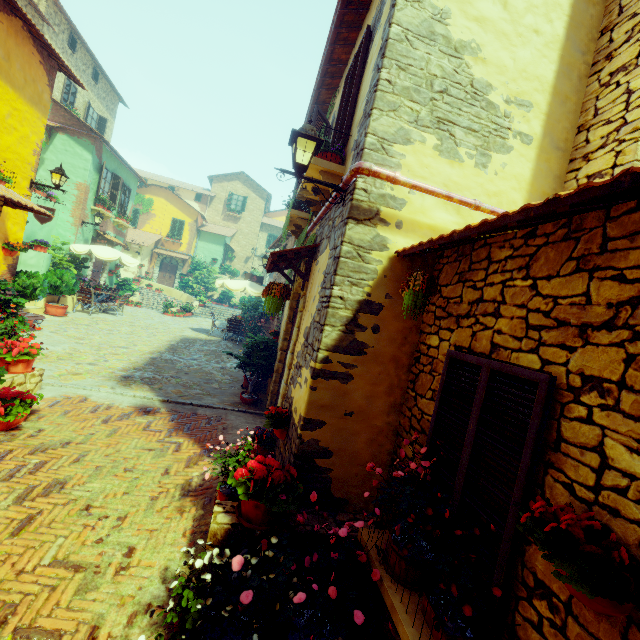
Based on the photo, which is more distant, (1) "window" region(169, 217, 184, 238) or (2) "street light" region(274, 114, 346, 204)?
(1) "window" region(169, 217, 184, 238)

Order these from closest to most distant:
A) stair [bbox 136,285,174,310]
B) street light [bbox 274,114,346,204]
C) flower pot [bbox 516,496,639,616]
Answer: flower pot [bbox 516,496,639,616] < street light [bbox 274,114,346,204] < stair [bbox 136,285,174,310]

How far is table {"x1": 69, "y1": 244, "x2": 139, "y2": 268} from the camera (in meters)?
12.82

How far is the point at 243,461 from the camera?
3.8 meters

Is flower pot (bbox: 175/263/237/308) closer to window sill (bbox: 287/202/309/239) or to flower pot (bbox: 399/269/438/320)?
window sill (bbox: 287/202/309/239)

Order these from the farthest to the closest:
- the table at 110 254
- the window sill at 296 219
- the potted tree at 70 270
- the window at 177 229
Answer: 1. the window at 177 229
2. the table at 110 254
3. the potted tree at 70 270
4. the window sill at 296 219

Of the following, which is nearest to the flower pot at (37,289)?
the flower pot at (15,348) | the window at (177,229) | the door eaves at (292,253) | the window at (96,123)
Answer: the flower pot at (15,348)

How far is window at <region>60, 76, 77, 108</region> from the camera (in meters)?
17.00
